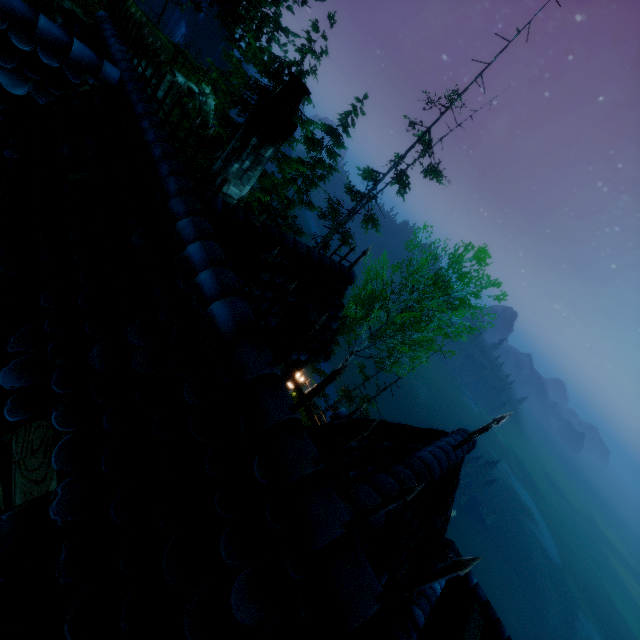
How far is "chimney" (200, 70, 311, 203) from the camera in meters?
5.0

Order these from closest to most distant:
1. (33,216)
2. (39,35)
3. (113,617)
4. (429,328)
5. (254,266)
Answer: (113,617)
(33,216)
(39,35)
(254,266)
(429,328)

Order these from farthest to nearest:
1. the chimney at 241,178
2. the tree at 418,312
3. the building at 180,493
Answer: Result:
the tree at 418,312
the chimney at 241,178
the building at 180,493

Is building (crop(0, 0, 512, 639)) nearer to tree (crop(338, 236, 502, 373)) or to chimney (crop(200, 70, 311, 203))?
chimney (crop(200, 70, 311, 203))

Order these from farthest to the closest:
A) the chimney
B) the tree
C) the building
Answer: the tree < the chimney < the building

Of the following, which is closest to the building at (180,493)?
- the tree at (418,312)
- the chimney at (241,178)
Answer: the chimney at (241,178)

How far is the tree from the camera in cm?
1459
